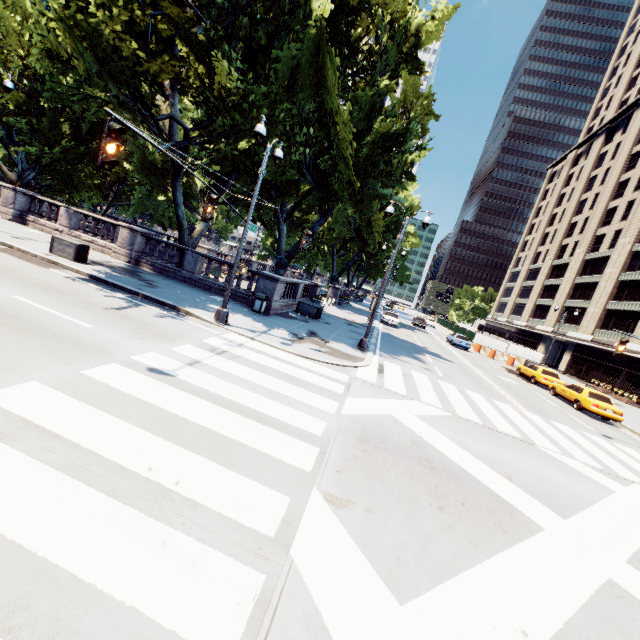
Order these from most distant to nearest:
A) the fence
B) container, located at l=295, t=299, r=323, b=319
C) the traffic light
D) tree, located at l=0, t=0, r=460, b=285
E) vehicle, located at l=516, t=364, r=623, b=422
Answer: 1. the fence
2. container, located at l=295, t=299, r=323, b=319
3. vehicle, located at l=516, t=364, r=623, b=422
4. tree, located at l=0, t=0, r=460, b=285
5. the traffic light

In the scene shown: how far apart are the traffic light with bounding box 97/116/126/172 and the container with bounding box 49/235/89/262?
11.0 meters

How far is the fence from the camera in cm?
3800

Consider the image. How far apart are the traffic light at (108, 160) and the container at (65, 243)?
11.0m

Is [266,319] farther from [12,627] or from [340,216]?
[340,216]

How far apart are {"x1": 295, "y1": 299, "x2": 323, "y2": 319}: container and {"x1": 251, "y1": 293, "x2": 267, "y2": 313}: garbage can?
4.3m

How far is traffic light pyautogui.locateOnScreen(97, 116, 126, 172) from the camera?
5.8 meters

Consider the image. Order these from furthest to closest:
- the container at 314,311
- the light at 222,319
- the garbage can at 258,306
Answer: the container at 314,311 < the garbage can at 258,306 < the light at 222,319
